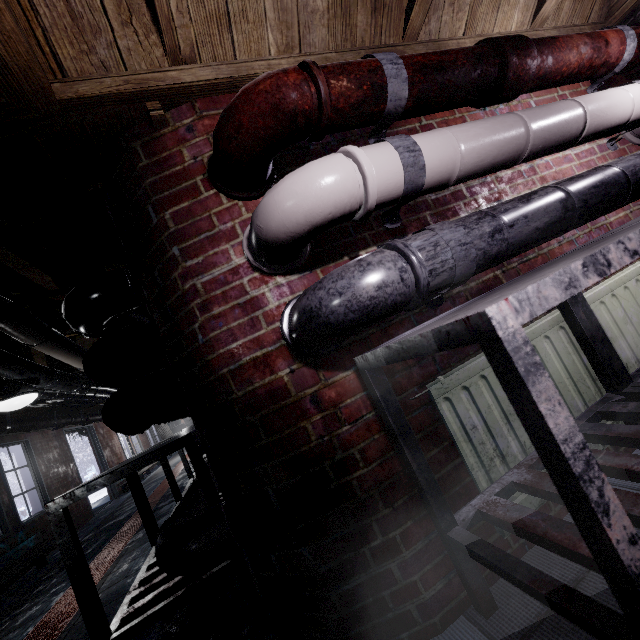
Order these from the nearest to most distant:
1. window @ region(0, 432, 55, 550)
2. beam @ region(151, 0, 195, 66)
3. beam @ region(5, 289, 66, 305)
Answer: beam @ region(151, 0, 195, 66) < beam @ region(5, 289, 66, 305) < window @ region(0, 432, 55, 550)

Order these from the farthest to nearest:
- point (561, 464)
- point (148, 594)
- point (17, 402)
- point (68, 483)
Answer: point (68, 483) < point (17, 402) < point (148, 594) < point (561, 464)

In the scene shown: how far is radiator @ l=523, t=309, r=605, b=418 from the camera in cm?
129

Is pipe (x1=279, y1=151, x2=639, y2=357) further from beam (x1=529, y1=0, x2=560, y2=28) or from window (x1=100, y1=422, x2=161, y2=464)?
window (x1=100, y1=422, x2=161, y2=464)

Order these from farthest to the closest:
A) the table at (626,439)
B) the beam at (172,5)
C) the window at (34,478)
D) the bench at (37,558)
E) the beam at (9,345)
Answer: the window at (34,478) → the bench at (37,558) → the beam at (9,345) → the beam at (172,5) → the table at (626,439)

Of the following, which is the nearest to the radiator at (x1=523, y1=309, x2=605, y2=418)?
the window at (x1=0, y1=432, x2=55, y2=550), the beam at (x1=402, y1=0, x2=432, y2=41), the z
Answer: the beam at (x1=402, y1=0, x2=432, y2=41)

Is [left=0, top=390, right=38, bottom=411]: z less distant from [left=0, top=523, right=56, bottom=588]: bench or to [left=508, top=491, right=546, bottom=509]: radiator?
[left=0, top=523, right=56, bottom=588]: bench

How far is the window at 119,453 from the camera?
9.0m
